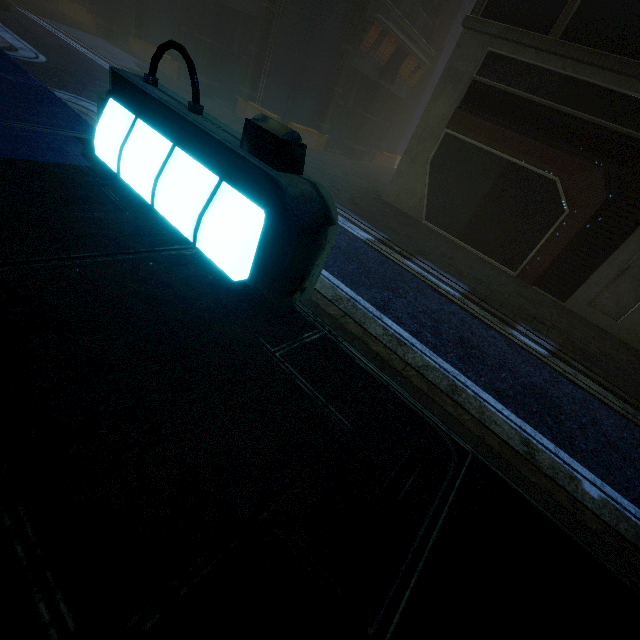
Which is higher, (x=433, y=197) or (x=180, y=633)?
(x=180, y=633)
